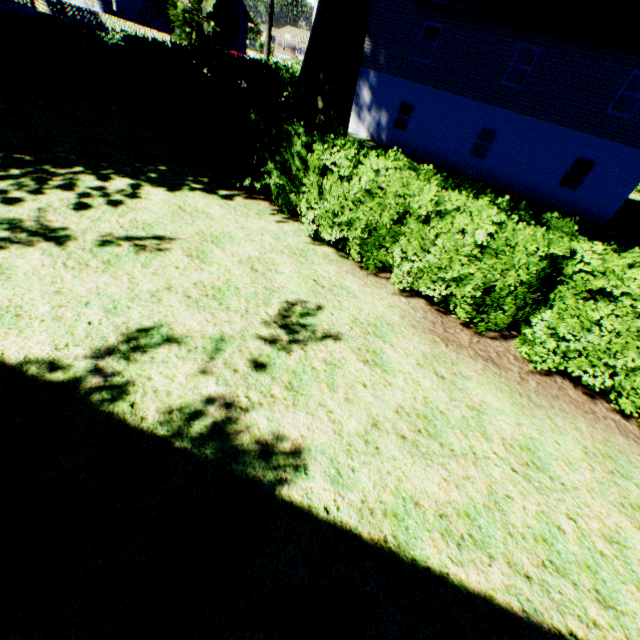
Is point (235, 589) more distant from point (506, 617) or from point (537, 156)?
point (537, 156)

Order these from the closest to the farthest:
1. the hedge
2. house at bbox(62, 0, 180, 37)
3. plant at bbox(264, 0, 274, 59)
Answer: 1. the hedge
2. plant at bbox(264, 0, 274, 59)
3. house at bbox(62, 0, 180, 37)

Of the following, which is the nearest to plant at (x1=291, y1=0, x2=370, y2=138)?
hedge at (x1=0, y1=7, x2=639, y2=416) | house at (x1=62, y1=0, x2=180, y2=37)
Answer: house at (x1=62, y1=0, x2=180, y2=37)

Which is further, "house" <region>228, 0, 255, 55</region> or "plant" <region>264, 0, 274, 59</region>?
"house" <region>228, 0, 255, 55</region>

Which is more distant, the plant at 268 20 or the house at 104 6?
the house at 104 6

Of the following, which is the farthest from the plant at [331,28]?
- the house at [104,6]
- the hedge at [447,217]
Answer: the hedge at [447,217]

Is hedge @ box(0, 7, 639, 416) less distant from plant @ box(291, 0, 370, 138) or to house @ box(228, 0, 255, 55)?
plant @ box(291, 0, 370, 138)
